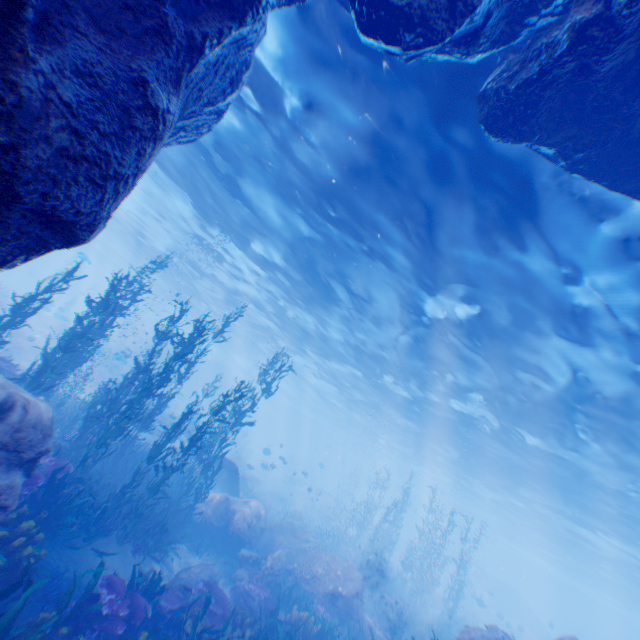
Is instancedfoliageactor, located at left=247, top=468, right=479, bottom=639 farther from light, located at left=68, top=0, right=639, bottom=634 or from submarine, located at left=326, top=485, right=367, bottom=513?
light, located at left=68, top=0, right=639, bottom=634

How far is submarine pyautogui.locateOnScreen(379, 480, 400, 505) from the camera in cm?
5683

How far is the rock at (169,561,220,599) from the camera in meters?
8.9 m

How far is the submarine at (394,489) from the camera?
56.83m

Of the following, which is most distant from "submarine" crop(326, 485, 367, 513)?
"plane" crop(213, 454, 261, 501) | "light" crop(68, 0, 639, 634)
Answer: "plane" crop(213, 454, 261, 501)

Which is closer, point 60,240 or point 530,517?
point 60,240

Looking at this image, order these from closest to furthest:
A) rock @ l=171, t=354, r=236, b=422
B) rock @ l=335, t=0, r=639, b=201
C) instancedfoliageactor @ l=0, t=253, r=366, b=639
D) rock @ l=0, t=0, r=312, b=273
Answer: rock @ l=0, t=0, r=312, b=273
rock @ l=335, t=0, r=639, b=201
instancedfoliageactor @ l=0, t=253, r=366, b=639
rock @ l=171, t=354, r=236, b=422

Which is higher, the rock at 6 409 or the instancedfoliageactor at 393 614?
the rock at 6 409
